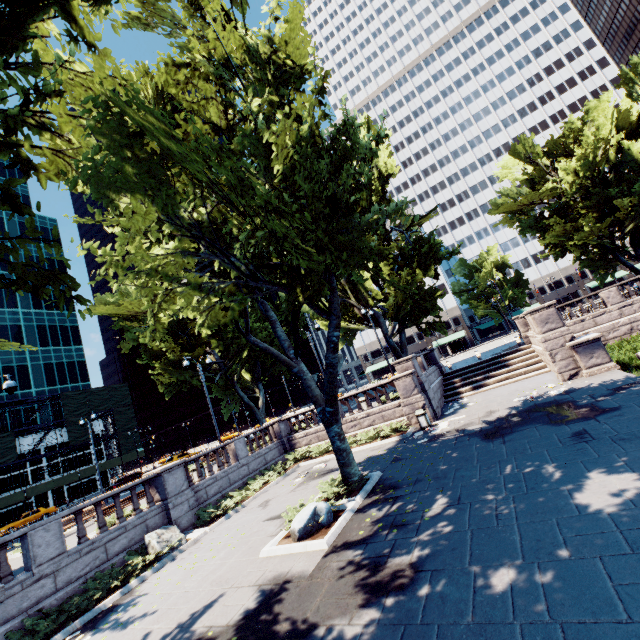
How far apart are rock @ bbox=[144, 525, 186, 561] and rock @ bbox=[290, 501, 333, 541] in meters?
6.1

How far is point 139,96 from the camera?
9.69m

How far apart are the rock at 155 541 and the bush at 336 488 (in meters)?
Result: 5.31

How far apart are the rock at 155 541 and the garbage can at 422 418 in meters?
12.3 m

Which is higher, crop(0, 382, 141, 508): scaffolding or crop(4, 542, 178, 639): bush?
crop(0, 382, 141, 508): scaffolding

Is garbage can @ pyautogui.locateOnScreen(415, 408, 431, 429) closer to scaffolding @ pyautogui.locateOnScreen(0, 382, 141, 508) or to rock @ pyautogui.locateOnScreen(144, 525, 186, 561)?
rock @ pyautogui.locateOnScreen(144, 525, 186, 561)

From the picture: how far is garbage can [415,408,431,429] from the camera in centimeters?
1752cm

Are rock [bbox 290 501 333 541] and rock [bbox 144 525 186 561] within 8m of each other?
yes
